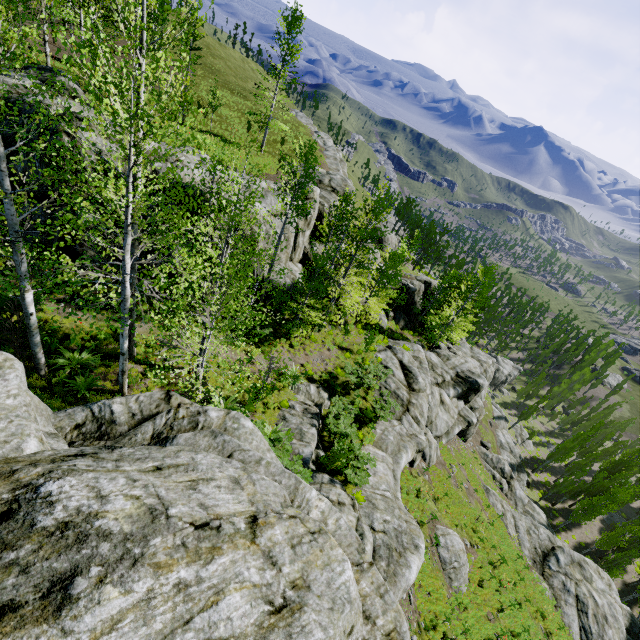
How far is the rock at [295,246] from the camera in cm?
2302

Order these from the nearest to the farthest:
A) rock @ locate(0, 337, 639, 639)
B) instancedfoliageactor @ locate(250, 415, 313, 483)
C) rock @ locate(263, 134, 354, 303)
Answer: rock @ locate(0, 337, 639, 639)
instancedfoliageactor @ locate(250, 415, 313, 483)
rock @ locate(263, 134, 354, 303)

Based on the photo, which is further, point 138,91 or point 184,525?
point 138,91

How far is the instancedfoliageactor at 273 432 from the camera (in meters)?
10.66

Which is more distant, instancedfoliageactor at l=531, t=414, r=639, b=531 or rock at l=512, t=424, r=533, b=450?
rock at l=512, t=424, r=533, b=450

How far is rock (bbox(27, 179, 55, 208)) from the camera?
13.05m
